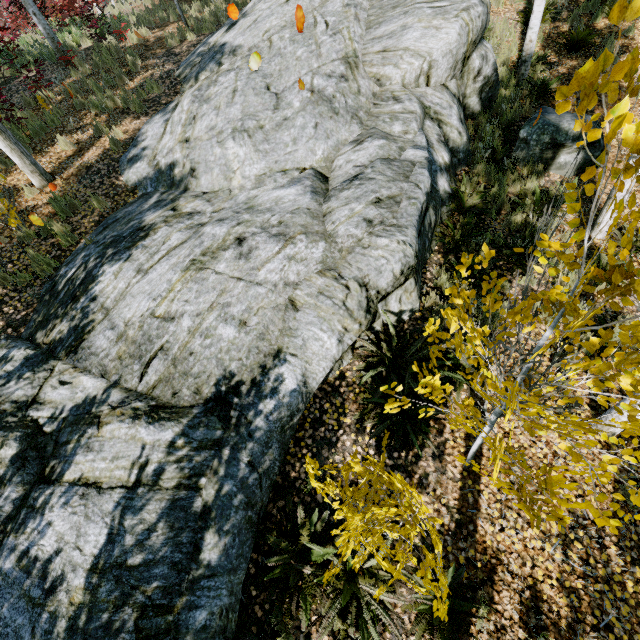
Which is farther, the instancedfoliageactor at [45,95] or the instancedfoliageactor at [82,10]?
the instancedfoliageactor at [82,10]

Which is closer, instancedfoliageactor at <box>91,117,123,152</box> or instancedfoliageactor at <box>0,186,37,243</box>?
instancedfoliageactor at <box>0,186,37,243</box>

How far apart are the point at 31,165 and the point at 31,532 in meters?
7.0 m

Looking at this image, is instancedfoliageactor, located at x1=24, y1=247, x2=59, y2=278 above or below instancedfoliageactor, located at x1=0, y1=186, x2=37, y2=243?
below

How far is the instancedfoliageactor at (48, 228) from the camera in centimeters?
596cm

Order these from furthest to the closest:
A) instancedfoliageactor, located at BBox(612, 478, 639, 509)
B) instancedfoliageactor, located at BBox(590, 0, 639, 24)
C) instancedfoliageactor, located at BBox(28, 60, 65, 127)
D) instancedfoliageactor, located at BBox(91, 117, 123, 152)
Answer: instancedfoliageactor, located at BBox(28, 60, 65, 127) < instancedfoliageactor, located at BBox(91, 117, 123, 152) < instancedfoliageactor, located at BBox(612, 478, 639, 509) < instancedfoliageactor, located at BBox(590, 0, 639, 24)
